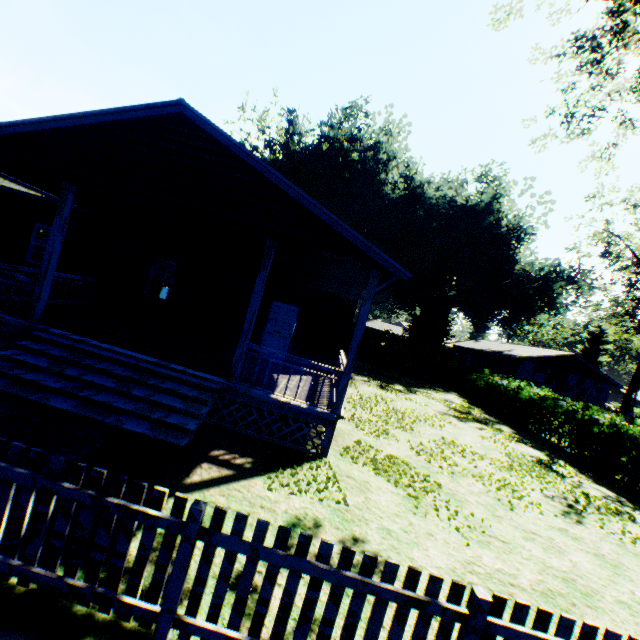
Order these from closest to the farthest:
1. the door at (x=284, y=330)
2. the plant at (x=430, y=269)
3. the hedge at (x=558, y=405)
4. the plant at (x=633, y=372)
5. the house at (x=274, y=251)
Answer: the house at (x=274, y=251) < the door at (x=284, y=330) < the hedge at (x=558, y=405) < the plant at (x=430, y=269) < the plant at (x=633, y=372)

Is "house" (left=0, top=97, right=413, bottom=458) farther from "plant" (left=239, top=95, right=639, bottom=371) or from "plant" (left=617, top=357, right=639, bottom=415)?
"plant" (left=617, top=357, right=639, bottom=415)

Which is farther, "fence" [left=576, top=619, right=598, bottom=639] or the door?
the door

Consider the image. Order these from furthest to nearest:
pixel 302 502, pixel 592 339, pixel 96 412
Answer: pixel 592 339 < pixel 96 412 < pixel 302 502

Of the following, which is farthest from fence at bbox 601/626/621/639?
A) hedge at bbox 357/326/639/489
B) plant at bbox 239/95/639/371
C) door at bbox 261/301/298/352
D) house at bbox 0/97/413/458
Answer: plant at bbox 239/95/639/371

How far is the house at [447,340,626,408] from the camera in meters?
35.5 m

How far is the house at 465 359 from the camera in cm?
3553

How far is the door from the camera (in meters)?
12.34
